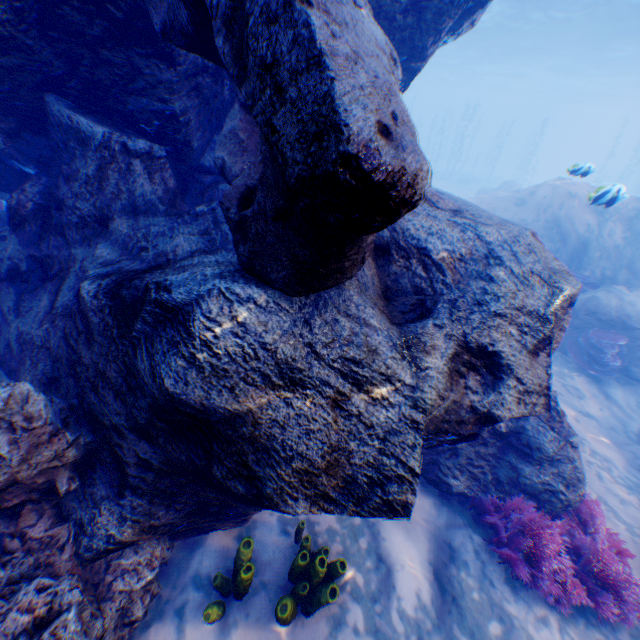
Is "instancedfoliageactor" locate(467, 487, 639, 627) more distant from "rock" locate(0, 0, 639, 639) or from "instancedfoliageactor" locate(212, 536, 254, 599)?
"instancedfoliageactor" locate(212, 536, 254, 599)

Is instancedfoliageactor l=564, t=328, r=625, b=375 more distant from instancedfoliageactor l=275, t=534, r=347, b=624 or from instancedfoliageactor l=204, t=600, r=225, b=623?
instancedfoliageactor l=204, t=600, r=225, b=623

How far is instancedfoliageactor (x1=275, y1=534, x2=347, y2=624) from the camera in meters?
2.7

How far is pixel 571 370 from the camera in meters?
8.4

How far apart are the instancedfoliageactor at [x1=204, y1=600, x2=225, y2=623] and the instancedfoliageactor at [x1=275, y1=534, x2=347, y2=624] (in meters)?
0.46

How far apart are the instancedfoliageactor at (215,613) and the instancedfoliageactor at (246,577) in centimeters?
11cm

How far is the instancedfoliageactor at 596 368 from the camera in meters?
8.2 m

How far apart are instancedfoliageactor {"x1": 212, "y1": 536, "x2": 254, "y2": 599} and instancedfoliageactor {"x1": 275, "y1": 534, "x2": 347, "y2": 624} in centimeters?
26cm
